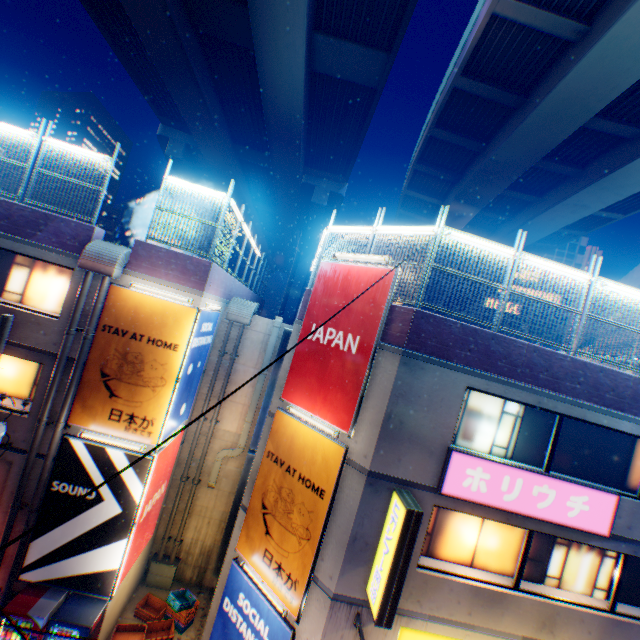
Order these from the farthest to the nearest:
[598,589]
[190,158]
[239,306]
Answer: [190,158] < [239,306] < [598,589]

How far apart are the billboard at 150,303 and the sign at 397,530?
6.73m

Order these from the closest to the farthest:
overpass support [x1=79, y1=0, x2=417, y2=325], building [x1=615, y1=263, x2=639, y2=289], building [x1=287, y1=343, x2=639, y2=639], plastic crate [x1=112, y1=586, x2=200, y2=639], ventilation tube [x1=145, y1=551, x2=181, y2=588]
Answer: building [x1=287, y1=343, x2=639, y2=639] → plastic crate [x1=112, y1=586, x2=200, y2=639] → ventilation tube [x1=145, y1=551, x2=181, y2=588] → overpass support [x1=79, y1=0, x2=417, y2=325] → building [x1=615, y1=263, x2=639, y2=289]

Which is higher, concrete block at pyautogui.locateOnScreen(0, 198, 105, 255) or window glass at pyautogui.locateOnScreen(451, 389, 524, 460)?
concrete block at pyautogui.locateOnScreen(0, 198, 105, 255)

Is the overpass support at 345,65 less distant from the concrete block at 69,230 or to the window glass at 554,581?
the concrete block at 69,230

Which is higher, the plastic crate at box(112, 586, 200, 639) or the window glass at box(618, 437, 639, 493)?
the window glass at box(618, 437, 639, 493)

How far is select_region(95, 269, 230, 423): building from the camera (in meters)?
9.80

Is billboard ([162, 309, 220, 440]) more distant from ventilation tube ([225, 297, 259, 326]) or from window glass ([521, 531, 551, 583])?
window glass ([521, 531, 551, 583])
